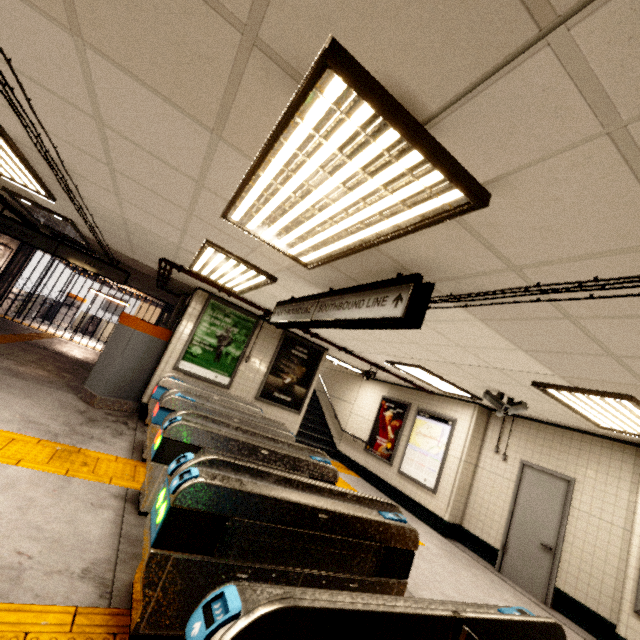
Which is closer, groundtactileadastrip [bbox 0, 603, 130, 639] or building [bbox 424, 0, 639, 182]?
building [bbox 424, 0, 639, 182]

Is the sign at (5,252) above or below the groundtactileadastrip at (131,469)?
above

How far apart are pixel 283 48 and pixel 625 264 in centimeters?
194cm

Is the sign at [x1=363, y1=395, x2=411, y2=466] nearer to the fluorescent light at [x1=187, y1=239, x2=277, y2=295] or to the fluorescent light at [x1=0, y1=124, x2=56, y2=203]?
the fluorescent light at [x1=187, y1=239, x2=277, y2=295]

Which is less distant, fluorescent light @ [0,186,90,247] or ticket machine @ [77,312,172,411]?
fluorescent light @ [0,186,90,247]

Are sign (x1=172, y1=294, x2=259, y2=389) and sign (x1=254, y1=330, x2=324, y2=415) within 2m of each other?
yes

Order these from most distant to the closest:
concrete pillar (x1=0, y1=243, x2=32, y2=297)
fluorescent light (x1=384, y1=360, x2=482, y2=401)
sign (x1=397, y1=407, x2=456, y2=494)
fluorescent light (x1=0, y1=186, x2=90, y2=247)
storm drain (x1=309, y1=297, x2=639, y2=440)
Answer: concrete pillar (x1=0, y1=243, x2=32, y2=297) < sign (x1=397, y1=407, x2=456, y2=494) < fluorescent light (x1=384, y1=360, x2=482, y2=401) < fluorescent light (x1=0, y1=186, x2=90, y2=247) < storm drain (x1=309, y1=297, x2=639, y2=440)

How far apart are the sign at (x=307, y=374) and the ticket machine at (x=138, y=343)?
2.3m
